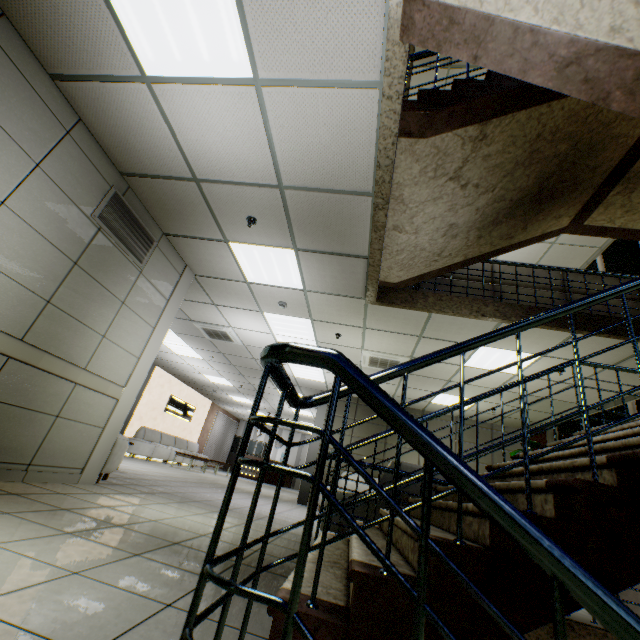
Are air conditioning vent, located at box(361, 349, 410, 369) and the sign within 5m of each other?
no

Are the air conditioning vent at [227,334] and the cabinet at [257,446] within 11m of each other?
no

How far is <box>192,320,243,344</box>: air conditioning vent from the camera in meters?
7.4 m

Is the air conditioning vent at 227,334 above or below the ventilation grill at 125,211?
above

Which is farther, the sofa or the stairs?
the sofa

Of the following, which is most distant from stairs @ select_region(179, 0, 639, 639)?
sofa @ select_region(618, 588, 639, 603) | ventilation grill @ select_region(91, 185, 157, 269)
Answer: ventilation grill @ select_region(91, 185, 157, 269)

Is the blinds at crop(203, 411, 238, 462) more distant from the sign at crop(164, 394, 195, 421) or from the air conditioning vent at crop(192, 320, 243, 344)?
the air conditioning vent at crop(192, 320, 243, 344)

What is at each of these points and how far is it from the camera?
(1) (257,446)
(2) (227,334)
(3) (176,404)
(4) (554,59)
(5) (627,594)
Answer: (1) cabinet, 20.8m
(2) air conditioning vent, 7.6m
(3) sign, 14.3m
(4) stairs, 1.6m
(5) sofa, 3.3m
